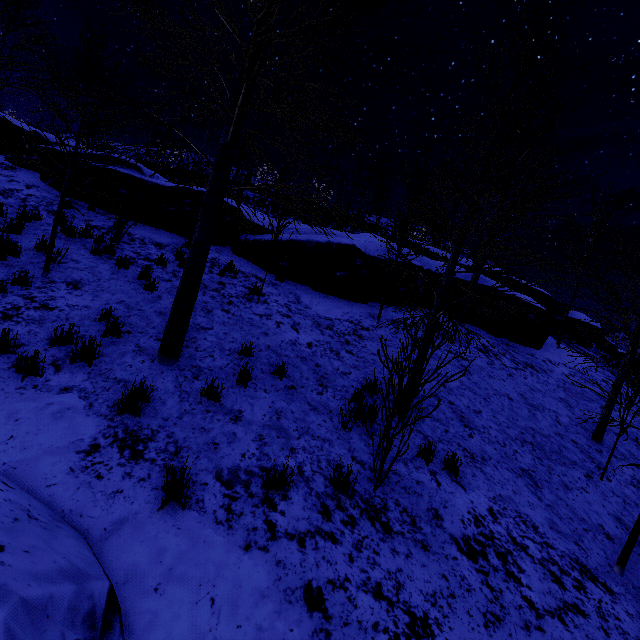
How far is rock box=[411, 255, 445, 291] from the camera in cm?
1050

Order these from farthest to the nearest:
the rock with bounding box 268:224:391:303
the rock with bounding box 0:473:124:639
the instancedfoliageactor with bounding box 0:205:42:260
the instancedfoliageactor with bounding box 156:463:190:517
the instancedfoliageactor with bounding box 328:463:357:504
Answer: the rock with bounding box 268:224:391:303, the instancedfoliageactor with bounding box 0:205:42:260, the instancedfoliageactor with bounding box 328:463:357:504, the instancedfoliageactor with bounding box 156:463:190:517, the rock with bounding box 0:473:124:639

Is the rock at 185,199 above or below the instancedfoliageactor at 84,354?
above

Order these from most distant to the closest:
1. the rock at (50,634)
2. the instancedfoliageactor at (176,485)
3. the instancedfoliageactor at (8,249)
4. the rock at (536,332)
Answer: the rock at (536,332), the instancedfoliageactor at (8,249), the instancedfoliageactor at (176,485), the rock at (50,634)

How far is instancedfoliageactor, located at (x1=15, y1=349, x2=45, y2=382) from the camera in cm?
402

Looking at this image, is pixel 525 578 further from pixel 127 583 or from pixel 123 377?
pixel 123 377

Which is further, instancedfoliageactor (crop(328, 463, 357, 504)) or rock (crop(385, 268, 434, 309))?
rock (crop(385, 268, 434, 309))

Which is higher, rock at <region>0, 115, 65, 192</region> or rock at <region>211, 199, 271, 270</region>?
rock at <region>0, 115, 65, 192</region>
